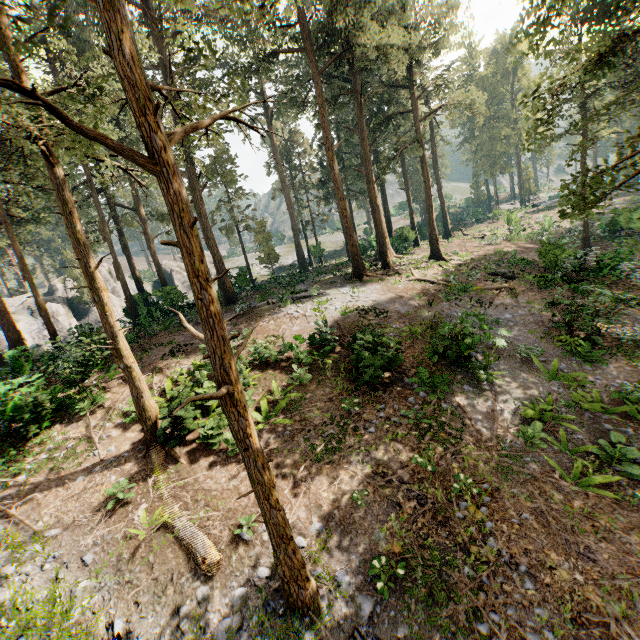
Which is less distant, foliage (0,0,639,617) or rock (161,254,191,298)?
foliage (0,0,639,617)

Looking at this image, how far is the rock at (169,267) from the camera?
27.89m

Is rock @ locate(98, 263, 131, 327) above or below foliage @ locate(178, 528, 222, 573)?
above

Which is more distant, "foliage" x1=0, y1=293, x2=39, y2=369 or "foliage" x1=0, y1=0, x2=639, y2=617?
"foliage" x1=0, y1=293, x2=39, y2=369

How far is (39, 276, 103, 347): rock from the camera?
19.67m

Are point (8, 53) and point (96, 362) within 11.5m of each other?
yes

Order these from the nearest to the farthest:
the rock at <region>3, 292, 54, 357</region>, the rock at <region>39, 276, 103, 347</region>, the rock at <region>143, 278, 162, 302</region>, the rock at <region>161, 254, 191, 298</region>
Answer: the rock at <region>39, 276, 103, 347</region> < the rock at <region>143, 278, 162, 302</region> < the rock at <region>161, 254, 191, 298</region> < the rock at <region>3, 292, 54, 357</region>

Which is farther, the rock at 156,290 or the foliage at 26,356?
the rock at 156,290
